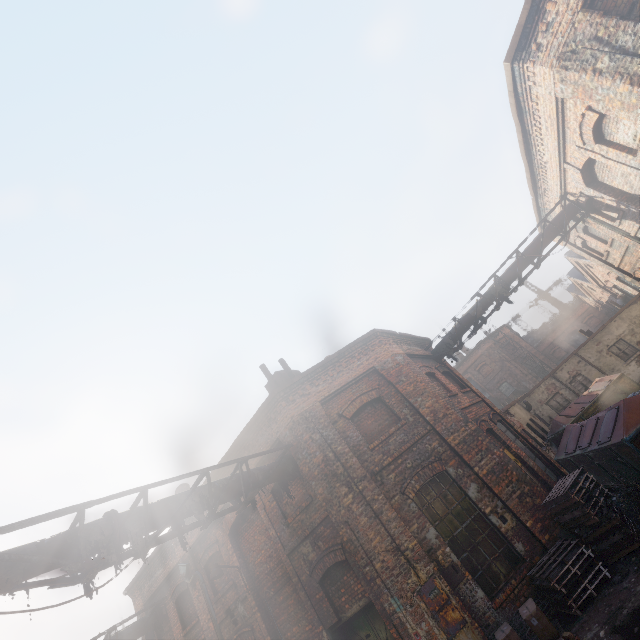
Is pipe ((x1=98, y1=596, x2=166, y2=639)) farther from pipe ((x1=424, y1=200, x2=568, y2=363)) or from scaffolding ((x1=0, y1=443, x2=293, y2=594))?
pipe ((x1=424, y1=200, x2=568, y2=363))

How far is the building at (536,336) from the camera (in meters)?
46.40

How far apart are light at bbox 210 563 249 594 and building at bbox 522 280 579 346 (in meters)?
52.24

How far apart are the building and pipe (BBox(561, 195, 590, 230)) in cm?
4324

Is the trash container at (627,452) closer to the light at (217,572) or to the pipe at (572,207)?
the pipe at (572,207)

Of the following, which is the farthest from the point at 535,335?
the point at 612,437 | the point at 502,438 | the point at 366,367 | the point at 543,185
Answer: the point at 366,367

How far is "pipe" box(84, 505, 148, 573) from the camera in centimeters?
554cm

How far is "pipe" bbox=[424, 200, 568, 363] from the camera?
12.15m
